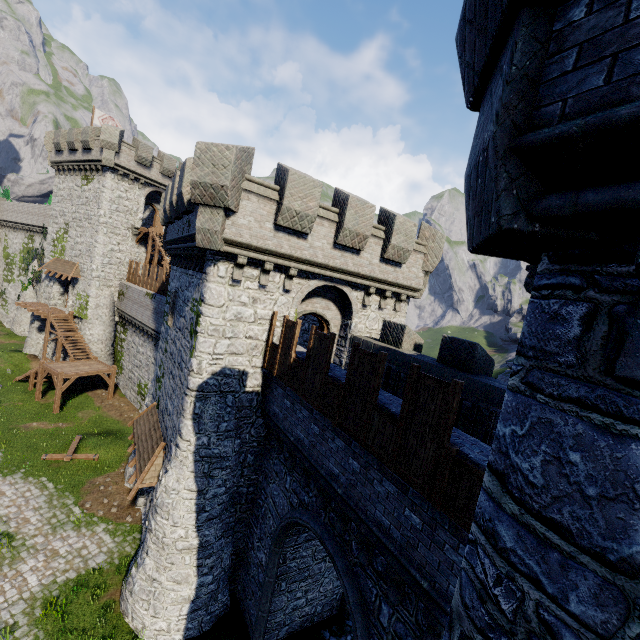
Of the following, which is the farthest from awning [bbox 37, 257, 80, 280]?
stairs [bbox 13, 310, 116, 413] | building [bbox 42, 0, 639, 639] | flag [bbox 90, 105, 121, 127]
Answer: building [bbox 42, 0, 639, 639]

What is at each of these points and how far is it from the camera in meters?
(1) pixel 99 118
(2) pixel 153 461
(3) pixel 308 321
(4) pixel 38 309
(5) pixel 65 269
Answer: (1) flag, 33.8
(2) awning, 12.9
(3) building, 20.6
(4) wooden platform, 30.1
(5) awning, 30.5

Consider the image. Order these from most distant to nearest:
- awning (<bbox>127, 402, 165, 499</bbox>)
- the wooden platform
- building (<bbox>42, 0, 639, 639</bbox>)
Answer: the wooden platform
awning (<bbox>127, 402, 165, 499</bbox>)
building (<bbox>42, 0, 639, 639</bbox>)

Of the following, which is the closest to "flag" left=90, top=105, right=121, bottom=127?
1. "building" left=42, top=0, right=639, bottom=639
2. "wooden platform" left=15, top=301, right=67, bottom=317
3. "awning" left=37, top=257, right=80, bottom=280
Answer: "awning" left=37, top=257, right=80, bottom=280

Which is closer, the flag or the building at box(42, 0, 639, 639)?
the building at box(42, 0, 639, 639)

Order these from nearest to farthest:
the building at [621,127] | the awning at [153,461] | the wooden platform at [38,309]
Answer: the building at [621,127] → the awning at [153,461] → the wooden platform at [38,309]

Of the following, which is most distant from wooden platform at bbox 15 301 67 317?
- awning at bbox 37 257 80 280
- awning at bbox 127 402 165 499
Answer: awning at bbox 127 402 165 499

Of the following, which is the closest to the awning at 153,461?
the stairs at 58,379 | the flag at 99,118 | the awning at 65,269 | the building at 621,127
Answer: the building at 621,127
